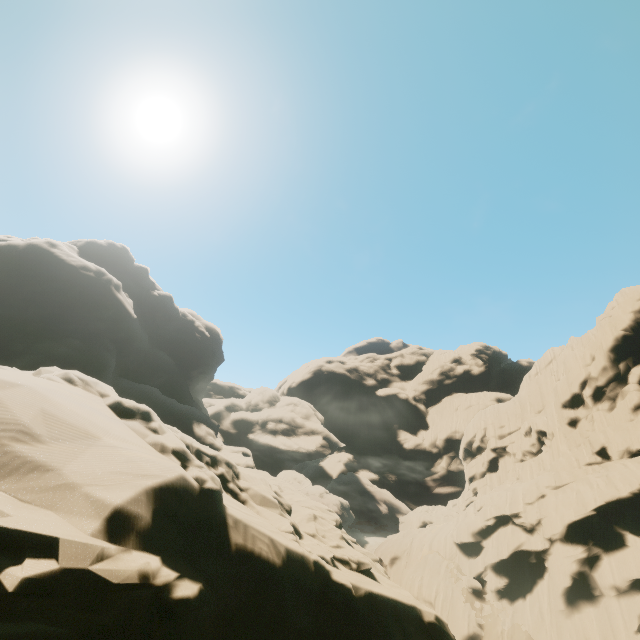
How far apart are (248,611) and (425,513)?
50.7m
